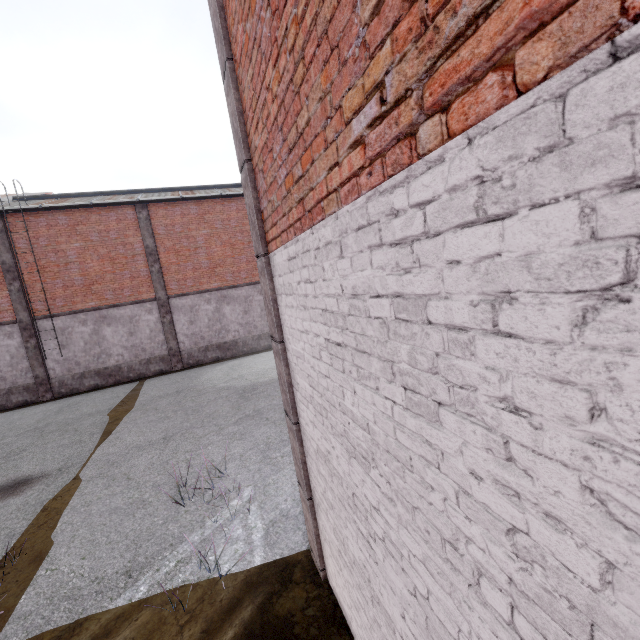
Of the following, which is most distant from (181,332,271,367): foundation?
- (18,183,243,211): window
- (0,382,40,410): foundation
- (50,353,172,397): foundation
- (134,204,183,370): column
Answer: (18,183,243,211): window

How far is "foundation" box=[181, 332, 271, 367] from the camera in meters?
17.8

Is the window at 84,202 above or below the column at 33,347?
above

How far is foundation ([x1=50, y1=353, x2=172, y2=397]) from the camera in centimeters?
1588cm

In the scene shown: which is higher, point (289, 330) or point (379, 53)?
point (379, 53)

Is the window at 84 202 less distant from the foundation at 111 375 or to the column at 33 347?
the column at 33 347

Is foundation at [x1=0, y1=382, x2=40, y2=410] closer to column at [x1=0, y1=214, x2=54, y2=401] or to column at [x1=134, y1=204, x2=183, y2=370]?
column at [x1=0, y1=214, x2=54, y2=401]

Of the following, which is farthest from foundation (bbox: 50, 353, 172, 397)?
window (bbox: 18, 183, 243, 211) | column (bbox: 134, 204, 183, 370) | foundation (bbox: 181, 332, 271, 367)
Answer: window (bbox: 18, 183, 243, 211)
